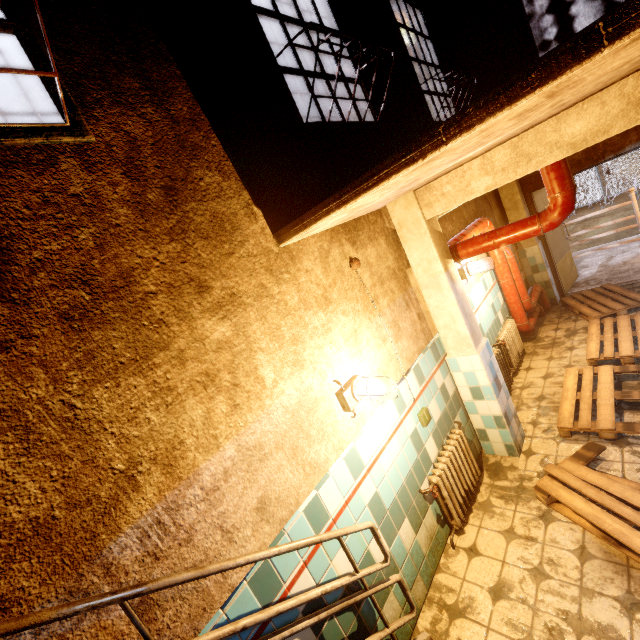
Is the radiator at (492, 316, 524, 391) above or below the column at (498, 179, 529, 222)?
below

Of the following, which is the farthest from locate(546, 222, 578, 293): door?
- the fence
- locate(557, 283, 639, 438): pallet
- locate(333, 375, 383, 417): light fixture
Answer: the fence

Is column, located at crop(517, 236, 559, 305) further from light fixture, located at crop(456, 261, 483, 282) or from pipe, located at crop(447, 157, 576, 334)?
light fixture, located at crop(456, 261, 483, 282)

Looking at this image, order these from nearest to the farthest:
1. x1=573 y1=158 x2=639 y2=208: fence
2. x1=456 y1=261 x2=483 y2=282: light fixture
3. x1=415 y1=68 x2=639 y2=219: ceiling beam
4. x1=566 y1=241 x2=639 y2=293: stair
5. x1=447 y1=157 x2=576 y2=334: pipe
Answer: x1=415 y1=68 x2=639 y2=219: ceiling beam
x1=447 y1=157 x2=576 y2=334: pipe
x1=456 y1=261 x2=483 y2=282: light fixture
x1=566 y1=241 x2=639 y2=293: stair
x1=573 y1=158 x2=639 y2=208: fence

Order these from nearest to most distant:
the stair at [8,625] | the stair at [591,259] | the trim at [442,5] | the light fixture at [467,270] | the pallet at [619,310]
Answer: the stair at [8,625] < the pallet at [619,310] < the light fixture at [467,270] < the trim at [442,5] < the stair at [591,259]

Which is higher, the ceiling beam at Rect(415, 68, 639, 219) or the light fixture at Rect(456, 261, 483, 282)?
the ceiling beam at Rect(415, 68, 639, 219)

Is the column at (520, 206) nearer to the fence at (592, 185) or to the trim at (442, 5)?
the trim at (442, 5)

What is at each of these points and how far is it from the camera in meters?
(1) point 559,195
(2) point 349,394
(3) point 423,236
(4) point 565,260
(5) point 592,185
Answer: (1) pipe, 2.7 m
(2) light fixture, 2.4 m
(3) column, 3.1 m
(4) door, 6.7 m
(5) fence, 12.4 m
